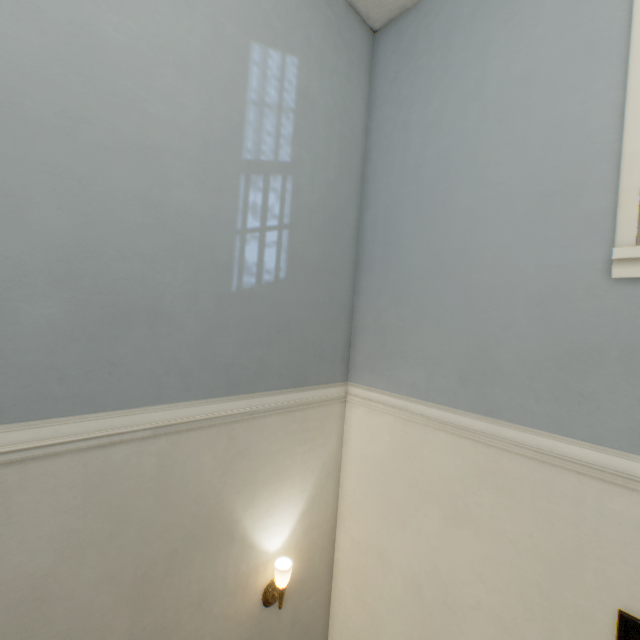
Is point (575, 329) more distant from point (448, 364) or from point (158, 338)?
point (158, 338)

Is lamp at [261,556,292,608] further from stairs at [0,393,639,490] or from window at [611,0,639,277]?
window at [611,0,639,277]

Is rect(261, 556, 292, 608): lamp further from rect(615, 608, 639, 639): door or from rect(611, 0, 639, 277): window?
rect(611, 0, 639, 277): window

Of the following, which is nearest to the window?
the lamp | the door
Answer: the door

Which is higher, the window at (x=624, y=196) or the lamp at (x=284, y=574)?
the window at (x=624, y=196)

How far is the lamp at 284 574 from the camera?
1.8 meters

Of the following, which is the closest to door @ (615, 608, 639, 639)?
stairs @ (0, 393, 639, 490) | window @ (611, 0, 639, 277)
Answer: stairs @ (0, 393, 639, 490)

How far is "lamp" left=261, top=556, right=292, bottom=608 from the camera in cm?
176
